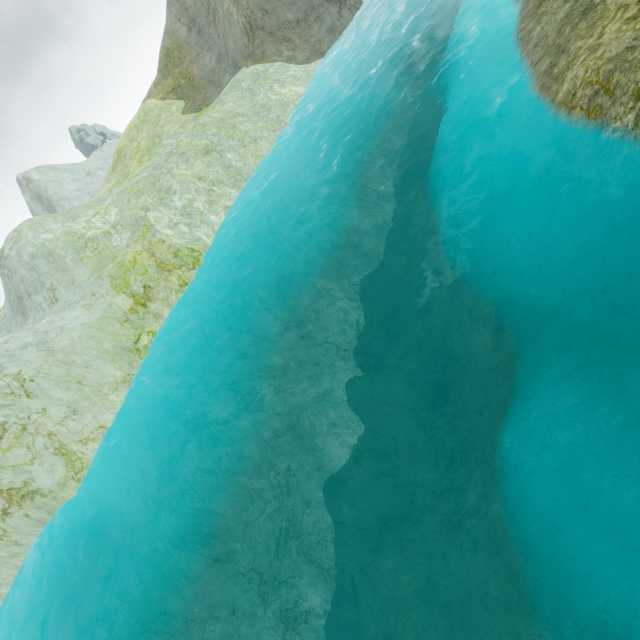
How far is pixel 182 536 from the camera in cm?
1361
